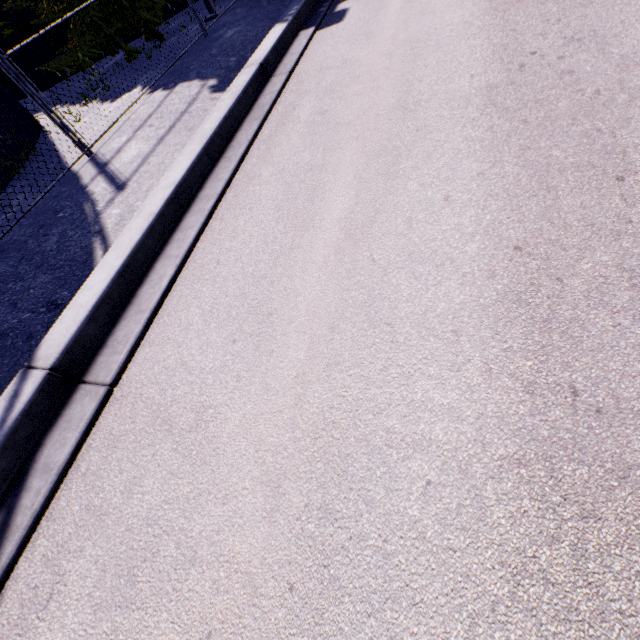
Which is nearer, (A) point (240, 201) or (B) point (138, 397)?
(B) point (138, 397)
